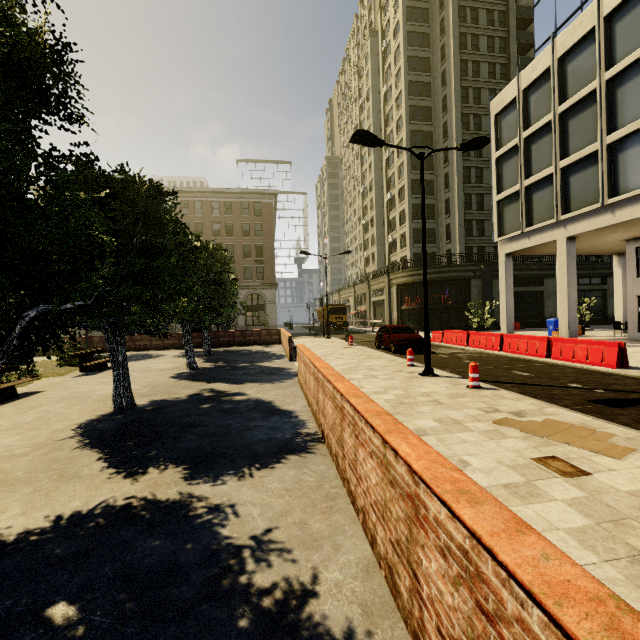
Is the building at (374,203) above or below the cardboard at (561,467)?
above

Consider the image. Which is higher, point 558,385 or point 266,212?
point 266,212

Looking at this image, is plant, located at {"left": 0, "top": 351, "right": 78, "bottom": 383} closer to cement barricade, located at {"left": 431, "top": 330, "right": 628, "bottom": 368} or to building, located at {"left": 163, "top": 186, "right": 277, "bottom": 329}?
cement barricade, located at {"left": 431, "top": 330, "right": 628, "bottom": 368}

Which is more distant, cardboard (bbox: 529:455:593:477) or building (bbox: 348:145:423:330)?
building (bbox: 348:145:423:330)

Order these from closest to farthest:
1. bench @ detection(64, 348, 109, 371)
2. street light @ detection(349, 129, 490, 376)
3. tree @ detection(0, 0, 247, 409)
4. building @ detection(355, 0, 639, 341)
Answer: tree @ detection(0, 0, 247, 409), street light @ detection(349, 129, 490, 376), bench @ detection(64, 348, 109, 371), building @ detection(355, 0, 639, 341)

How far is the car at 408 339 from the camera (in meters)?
16.83

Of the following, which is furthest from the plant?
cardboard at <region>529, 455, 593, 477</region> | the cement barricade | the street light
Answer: the cement barricade

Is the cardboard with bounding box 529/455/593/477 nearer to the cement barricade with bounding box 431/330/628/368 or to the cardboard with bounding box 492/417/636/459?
the cardboard with bounding box 492/417/636/459
